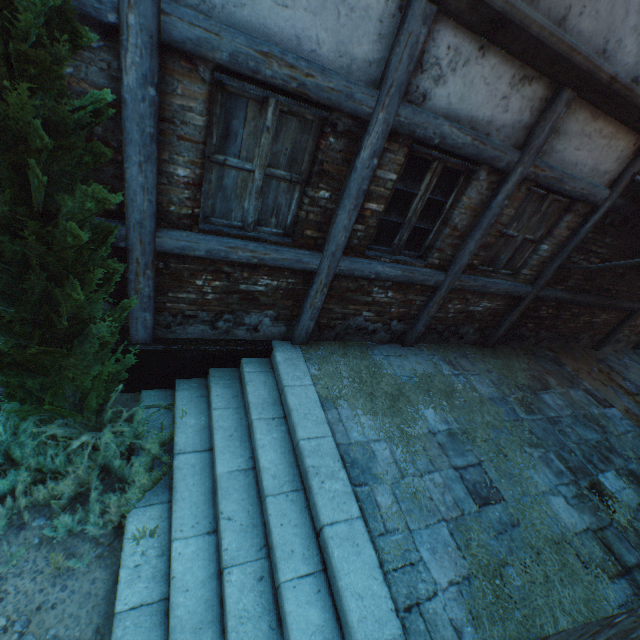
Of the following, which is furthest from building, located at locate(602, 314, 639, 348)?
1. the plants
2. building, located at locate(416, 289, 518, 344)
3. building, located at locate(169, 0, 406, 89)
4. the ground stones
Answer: the plants

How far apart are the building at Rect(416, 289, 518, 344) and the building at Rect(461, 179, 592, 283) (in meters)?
0.23

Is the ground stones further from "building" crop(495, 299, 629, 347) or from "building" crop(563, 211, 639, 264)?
"building" crop(563, 211, 639, 264)

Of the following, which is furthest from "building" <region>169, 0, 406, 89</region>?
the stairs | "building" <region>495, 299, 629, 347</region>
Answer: "building" <region>495, 299, 629, 347</region>

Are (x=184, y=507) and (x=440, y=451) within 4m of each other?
yes

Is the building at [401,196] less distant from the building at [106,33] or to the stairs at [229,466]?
the building at [106,33]

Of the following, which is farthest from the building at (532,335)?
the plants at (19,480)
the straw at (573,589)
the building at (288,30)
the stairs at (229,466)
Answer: the plants at (19,480)

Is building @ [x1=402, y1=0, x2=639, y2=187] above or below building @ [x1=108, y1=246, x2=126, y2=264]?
above
